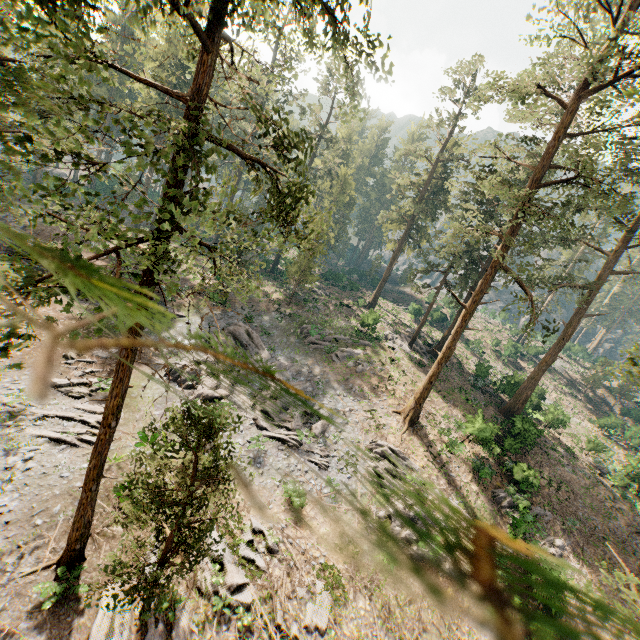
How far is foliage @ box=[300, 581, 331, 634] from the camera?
13.2m

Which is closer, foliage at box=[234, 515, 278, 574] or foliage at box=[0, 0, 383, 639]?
foliage at box=[0, 0, 383, 639]

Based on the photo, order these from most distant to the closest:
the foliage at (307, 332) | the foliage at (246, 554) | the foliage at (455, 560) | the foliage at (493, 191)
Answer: the foliage at (307, 332) < the foliage at (493, 191) < the foliage at (246, 554) < the foliage at (455, 560)

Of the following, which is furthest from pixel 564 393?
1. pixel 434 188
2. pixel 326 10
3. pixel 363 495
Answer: pixel 326 10

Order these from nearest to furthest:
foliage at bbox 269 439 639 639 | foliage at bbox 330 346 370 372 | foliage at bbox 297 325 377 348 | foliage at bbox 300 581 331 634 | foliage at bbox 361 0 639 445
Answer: foliage at bbox 269 439 639 639 < foliage at bbox 300 581 331 634 < foliage at bbox 361 0 639 445 < foliage at bbox 330 346 370 372 < foliage at bbox 297 325 377 348

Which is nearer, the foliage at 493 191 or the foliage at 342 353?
the foliage at 493 191
